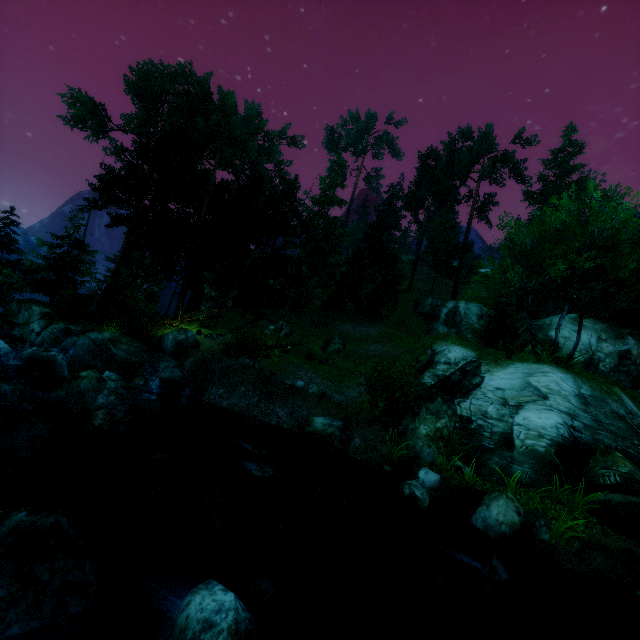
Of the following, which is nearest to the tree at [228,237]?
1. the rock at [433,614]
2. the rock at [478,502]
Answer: the rock at [478,502]

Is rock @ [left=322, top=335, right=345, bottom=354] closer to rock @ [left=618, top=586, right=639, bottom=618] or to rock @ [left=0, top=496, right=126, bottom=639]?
rock @ [left=618, top=586, right=639, bottom=618]

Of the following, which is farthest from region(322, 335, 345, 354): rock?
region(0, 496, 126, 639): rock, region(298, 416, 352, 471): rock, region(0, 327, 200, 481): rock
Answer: region(0, 496, 126, 639): rock

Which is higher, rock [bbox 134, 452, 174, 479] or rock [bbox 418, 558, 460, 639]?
rock [bbox 418, 558, 460, 639]

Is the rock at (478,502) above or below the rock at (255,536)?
above

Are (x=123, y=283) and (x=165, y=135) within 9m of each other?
no

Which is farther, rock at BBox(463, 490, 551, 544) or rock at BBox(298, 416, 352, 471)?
rock at BBox(298, 416, 352, 471)

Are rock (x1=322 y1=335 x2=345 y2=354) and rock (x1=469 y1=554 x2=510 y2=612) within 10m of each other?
no
